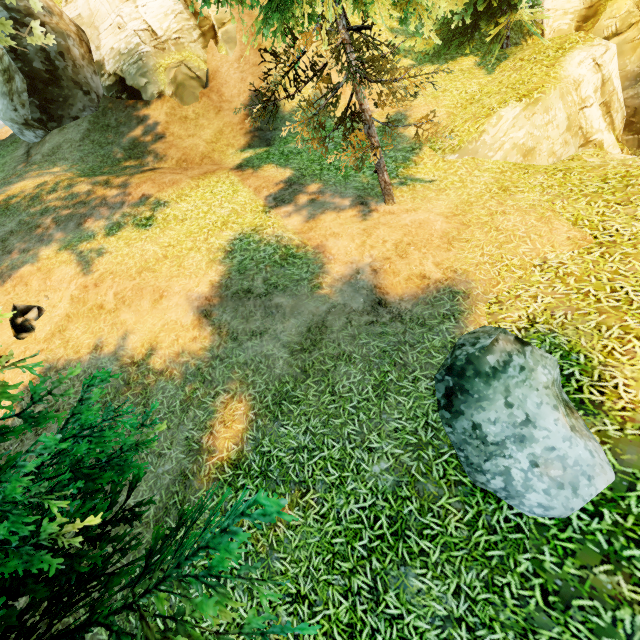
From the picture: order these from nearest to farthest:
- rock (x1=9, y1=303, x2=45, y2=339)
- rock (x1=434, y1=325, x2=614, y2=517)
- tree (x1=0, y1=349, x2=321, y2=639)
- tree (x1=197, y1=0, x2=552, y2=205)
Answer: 1. tree (x1=0, y1=349, x2=321, y2=639)
2. rock (x1=434, y1=325, x2=614, y2=517)
3. tree (x1=197, y1=0, x2=552, y2=205)
4. rock (x1=9, y1=303, x2=45, y2=339)

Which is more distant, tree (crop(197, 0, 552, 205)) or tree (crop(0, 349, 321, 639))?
tree (crop(197, 0, 552, 205))

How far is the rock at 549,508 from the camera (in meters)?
3.74

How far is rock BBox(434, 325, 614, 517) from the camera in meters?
3.7

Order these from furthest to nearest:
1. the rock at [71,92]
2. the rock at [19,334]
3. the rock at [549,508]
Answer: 1. the rock at [71,92]
2. the rock at [19,334]
3. the rock at [549,508]

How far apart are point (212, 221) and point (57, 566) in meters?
8.7

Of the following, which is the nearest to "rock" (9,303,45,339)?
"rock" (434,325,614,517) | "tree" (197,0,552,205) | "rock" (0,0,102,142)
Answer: "tree" (197,0,552,205)

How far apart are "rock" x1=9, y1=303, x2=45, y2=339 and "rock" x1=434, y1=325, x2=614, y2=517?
9.52m
